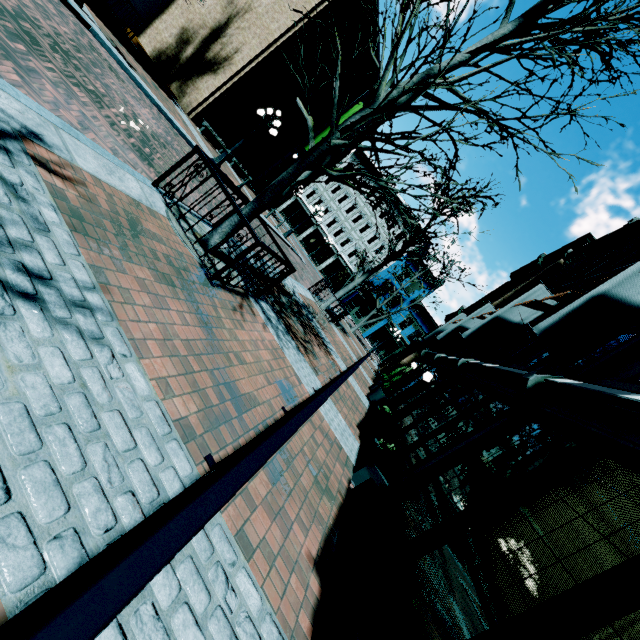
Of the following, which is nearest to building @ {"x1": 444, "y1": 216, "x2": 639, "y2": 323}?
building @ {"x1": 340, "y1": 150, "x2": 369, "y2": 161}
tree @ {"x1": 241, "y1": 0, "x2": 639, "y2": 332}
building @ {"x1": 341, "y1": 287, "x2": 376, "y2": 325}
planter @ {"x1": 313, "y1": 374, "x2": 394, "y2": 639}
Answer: planter @ {"x1": 313, "y1": 374, "x2": 394, "y2": 639}

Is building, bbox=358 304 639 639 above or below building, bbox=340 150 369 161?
below

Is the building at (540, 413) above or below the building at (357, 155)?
below

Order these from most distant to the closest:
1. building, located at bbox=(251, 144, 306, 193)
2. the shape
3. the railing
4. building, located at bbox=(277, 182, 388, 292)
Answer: building, located at bbox=(277, 182, 388, 292), building, located at bbox=(251, 144, 306, 193), the shape, the railing

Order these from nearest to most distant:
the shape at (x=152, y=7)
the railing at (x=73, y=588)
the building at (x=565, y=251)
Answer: the railing at (x=73, y=588) → the building at (x=565, y=251) → the shape at (x=152, y=7)

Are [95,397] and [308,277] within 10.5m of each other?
no

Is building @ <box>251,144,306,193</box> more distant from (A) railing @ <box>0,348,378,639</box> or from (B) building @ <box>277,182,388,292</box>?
(B) building @ <box>277,182,388,292</box>

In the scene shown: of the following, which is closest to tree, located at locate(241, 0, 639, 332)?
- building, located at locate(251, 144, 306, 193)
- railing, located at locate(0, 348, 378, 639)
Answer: railing, located at locate(0, 348, 378, 639)
